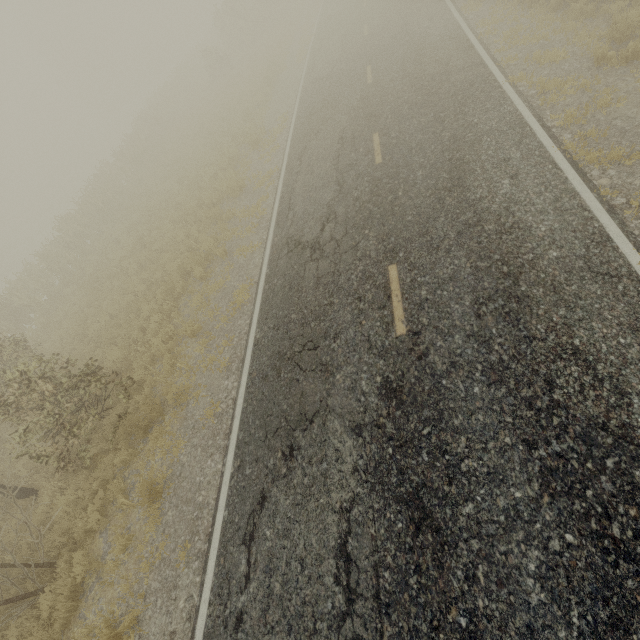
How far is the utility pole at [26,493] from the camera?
8.4m

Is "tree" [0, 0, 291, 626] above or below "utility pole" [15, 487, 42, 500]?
above

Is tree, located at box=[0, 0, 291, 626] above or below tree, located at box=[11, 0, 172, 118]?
below

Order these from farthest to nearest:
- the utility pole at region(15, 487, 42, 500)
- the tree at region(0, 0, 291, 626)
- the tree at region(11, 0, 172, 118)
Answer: the tree at region(11, 0, 172, 118)
the utility pole at region(15, 487, 42, 500)
the tree at region(0, 0, 291, 626)

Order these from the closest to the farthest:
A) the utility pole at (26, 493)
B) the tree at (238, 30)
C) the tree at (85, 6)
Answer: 1. the tree at (238, 30)
2. the utility pole at (26, 493)
3. the tree at (85, 6)

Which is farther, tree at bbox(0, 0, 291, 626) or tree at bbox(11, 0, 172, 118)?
tree at bbox(11, 0, 172, 118)

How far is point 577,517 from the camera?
3.6 meters

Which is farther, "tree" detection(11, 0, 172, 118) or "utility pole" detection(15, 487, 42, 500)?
"tree" detection(11, 0, 172, 118)
